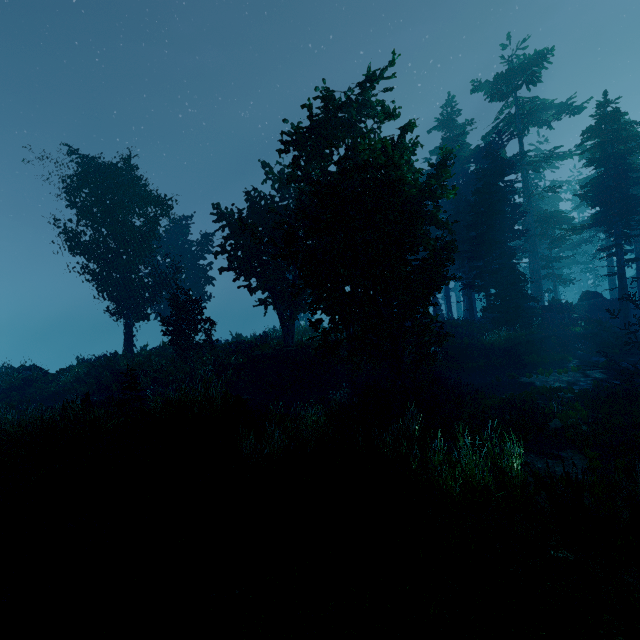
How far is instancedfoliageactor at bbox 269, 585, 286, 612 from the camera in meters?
3.7

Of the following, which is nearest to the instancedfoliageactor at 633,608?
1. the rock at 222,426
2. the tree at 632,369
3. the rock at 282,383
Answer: the tree at 632,369

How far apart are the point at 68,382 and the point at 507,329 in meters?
29.9 m

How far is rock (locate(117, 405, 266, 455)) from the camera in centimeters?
896cm

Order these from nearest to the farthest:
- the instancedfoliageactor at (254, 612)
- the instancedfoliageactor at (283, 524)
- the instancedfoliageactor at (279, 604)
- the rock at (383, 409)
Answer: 1. the instancedfoliageactor at (254, 612)
2. the instancedfoliageactor at (279, 604)
3. the instancedfoliageactor at (283, 524)
4. the rock at (383, 409)

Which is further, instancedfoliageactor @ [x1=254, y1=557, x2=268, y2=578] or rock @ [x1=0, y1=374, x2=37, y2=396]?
rock @ [x1=0, y1=374, x2=37, y2=396]

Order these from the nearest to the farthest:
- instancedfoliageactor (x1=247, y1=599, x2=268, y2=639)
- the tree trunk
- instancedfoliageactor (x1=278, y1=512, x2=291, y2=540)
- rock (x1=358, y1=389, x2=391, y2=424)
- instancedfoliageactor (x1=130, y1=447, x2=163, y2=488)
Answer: instancedfoliageactor (x1=247, y1=599, x2=268, y2=639), instancedfoliageactor (x1=278, y1=512, x2=291, y2=540), instancedfoliageactor (x1=130, y1=447, x2=163, y2=488), rock (x1=358, y1=389, x2=391, y2=424), the tree trunk

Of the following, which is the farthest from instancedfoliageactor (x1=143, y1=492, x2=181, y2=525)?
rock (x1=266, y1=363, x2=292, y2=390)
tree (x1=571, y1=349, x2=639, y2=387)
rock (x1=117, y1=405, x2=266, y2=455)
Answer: rock (x1=266, y1=363, x2=292, y2=390)
